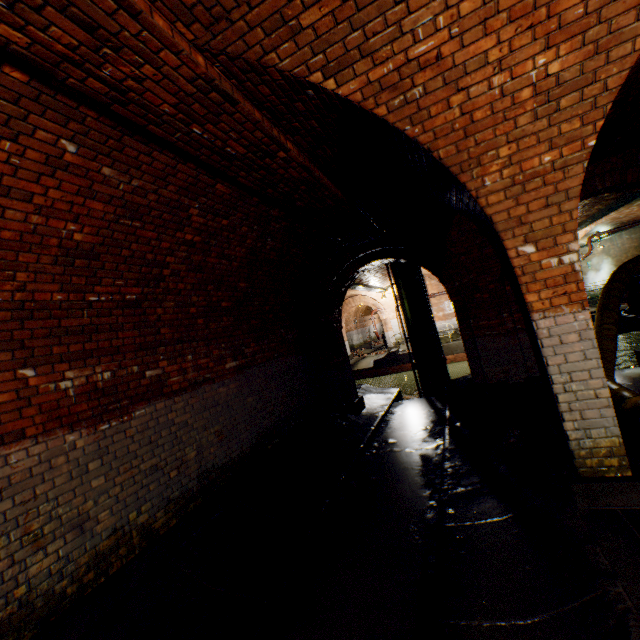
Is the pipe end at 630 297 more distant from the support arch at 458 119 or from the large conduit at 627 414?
the support arch at 458 119

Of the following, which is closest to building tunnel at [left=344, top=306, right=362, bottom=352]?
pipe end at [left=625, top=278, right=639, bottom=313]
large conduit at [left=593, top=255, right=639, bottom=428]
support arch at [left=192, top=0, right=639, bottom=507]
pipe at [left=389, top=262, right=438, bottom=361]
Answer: pipe at [left=389, top=262, right=438, bottom=361]

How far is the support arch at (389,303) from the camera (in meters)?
22.47

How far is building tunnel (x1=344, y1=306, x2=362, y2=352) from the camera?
29.6 meters

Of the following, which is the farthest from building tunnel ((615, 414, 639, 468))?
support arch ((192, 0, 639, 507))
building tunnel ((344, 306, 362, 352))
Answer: building tunnel ((344, 306, 362, 352))

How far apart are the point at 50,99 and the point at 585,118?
4.2 meters

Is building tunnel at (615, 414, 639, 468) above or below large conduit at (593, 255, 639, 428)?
below

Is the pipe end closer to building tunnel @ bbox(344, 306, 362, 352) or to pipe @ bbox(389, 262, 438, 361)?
pipe @ bbox(389, 262, 438, 361)
